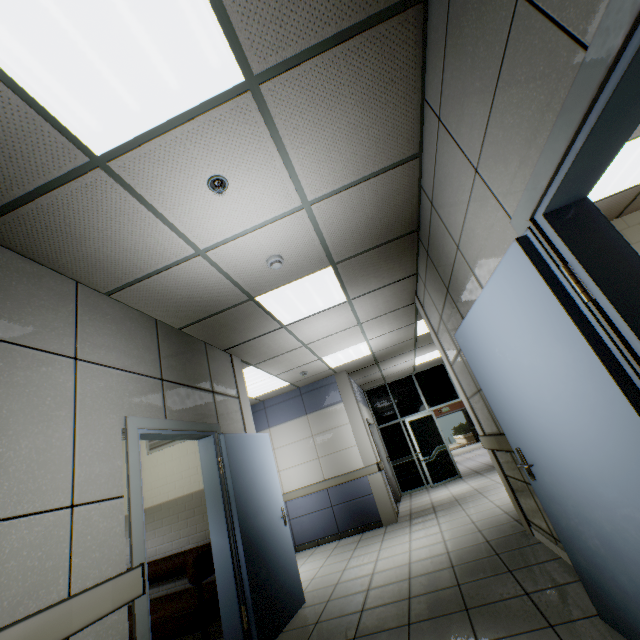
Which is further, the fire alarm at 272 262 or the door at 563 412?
the fire alarm at 272 262

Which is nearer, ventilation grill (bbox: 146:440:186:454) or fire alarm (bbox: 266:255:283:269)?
fire alarm (bbox: 266:255:283:269)

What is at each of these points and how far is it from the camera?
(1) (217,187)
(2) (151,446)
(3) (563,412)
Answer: (1) fire alarm, 2.16m
(2) ventilation grill, 4.80m
(3) door, 1.64m

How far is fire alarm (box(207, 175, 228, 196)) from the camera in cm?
217

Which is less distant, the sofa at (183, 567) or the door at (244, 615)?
the door at (244, 615)

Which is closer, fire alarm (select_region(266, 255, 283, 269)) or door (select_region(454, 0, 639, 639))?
door (select_region(454, 0, 639, 639))

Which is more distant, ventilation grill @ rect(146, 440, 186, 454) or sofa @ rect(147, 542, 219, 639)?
ventilation grill @ rect(146, 440, 186, 454)

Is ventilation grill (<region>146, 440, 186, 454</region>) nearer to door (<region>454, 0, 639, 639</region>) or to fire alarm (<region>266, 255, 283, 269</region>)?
fire alarm (<region>266, 255, 283, 269</region>)
